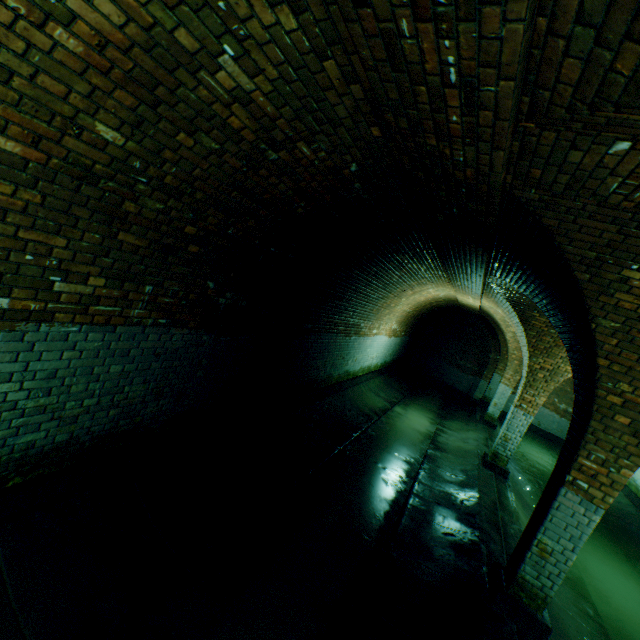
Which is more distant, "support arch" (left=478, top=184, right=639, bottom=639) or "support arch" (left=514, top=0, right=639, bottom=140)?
"support arch" (left=478, top=184, right=639, bottom=639)

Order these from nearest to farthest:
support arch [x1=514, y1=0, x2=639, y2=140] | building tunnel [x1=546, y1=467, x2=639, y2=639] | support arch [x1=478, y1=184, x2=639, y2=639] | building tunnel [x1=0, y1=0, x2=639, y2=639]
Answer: support arch [x1=514, y1=0, x2=639, y2=140]
building tunnel [x1=0, y1=0, x2=639, y2=639]
support arch [x1=478, y1=184, x2=639, y2=639]
building tunnel [x1=546, y1=467, x2=639, y2=639]

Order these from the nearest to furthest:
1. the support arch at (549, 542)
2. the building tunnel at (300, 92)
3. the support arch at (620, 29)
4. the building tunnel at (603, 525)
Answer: the support arch at (620, 29) → the building tunnel at (300, 92) → the support arch at (549, 542) → the building tunnel at (603, 525)

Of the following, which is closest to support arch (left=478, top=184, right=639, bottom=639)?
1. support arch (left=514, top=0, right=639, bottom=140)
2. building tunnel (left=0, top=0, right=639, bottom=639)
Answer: building tunnel (left=0, top=0, right=639, bottom=639)

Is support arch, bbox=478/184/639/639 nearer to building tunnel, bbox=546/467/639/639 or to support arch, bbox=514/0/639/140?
building tunnel, bbox=546/467/639/639

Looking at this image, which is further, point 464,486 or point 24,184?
point 464,486

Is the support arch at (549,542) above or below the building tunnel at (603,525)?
above
